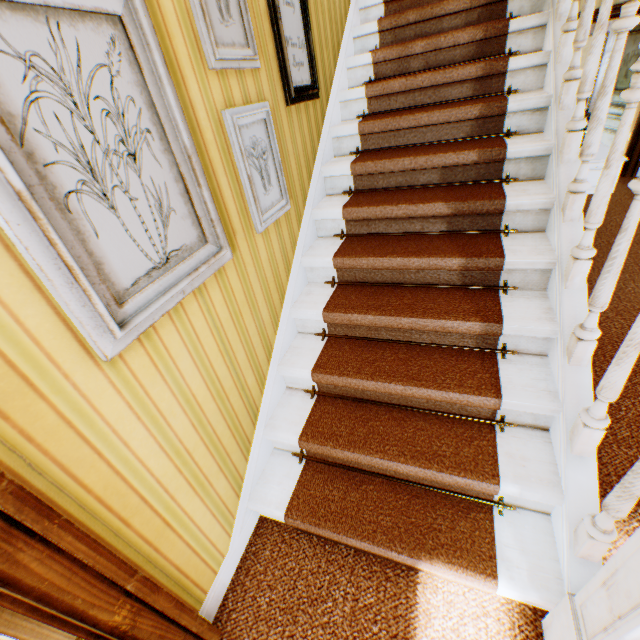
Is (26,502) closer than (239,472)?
Yes

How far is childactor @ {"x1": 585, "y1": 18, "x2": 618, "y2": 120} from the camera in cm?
372

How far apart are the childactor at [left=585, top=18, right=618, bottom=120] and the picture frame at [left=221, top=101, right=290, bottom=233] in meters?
4.0

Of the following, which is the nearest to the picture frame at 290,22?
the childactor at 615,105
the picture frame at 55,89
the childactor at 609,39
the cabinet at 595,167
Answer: the picture frame at 55,89

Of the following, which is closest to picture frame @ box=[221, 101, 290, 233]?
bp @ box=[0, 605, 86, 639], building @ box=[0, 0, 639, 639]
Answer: building @ box=[0, 0, 639, 639]

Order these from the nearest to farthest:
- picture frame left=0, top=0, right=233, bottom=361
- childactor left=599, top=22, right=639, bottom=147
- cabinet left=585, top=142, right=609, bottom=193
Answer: picture frame left=0, top=0, right=233, bottom=361 < cabinet left=585, top=142, right=609, bottom=193 < childactor left=599, top=22, right=639, bottom=147

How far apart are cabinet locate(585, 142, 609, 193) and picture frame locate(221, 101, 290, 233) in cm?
208

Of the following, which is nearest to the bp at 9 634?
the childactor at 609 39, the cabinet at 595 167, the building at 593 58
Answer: the building at 593 58
